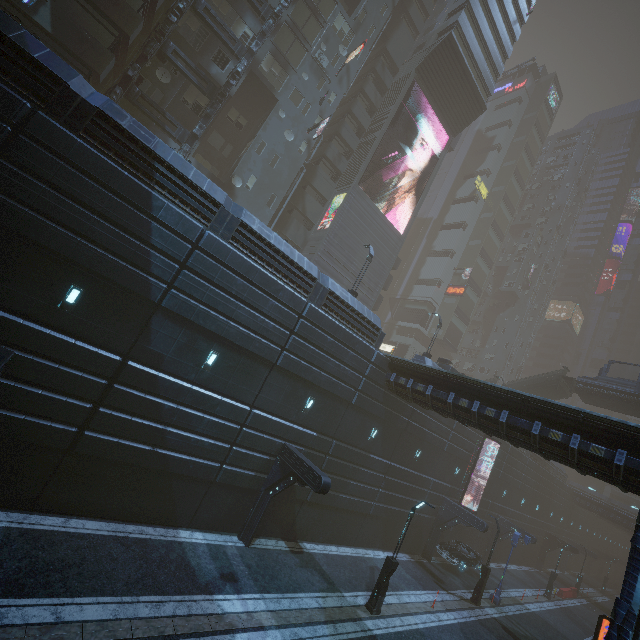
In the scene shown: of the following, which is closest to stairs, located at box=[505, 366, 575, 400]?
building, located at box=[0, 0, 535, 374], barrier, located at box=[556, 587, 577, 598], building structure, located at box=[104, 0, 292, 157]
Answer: building, located at box=[0, 0, 535, 374]

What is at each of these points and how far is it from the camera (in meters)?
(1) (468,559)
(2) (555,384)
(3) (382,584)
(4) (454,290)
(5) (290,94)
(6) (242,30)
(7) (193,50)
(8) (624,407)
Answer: (1) car, 25.86
(2) stairs, 35.53
(3) street light, 15.35
(4) sign, 55.25
(5) building, 27.94
(6) building, 25.02
(7) building, 23.16
(8) bridge, 32.09

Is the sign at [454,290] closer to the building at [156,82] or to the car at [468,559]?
the building at [156,82]

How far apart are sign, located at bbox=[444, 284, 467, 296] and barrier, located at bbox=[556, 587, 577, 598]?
38.0 meters

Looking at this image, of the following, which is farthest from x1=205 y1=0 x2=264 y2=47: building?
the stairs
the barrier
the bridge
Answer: the bridge

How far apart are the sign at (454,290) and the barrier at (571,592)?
38.04m

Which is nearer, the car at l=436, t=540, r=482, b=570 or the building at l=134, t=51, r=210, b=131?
the building at l=134, t=51, r=210, b=131

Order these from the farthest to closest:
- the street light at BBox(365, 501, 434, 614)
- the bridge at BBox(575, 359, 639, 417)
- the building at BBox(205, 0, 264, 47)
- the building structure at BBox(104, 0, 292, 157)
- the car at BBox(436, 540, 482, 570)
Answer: the bridge at BBox(575, 359, 639, 417) → the car at BBox(436, 540, 482, 570) → the building at BBox(205, 0, 264, 47) → the building structure at BBox(104, 0, 292, 157) → the street light at BBox(365, 501, 434, 614)
